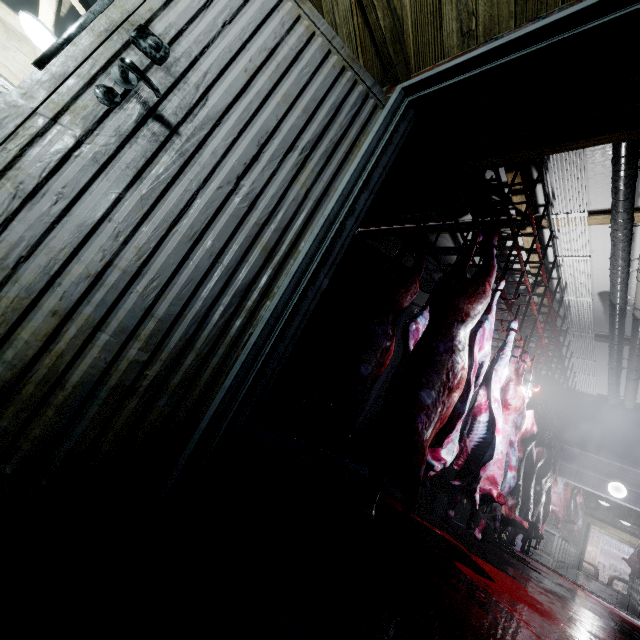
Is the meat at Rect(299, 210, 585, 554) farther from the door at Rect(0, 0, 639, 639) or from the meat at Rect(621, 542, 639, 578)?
the meat at Rect(621, 542, 639, 578)

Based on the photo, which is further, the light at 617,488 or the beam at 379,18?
the light at 617,488

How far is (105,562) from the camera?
0.8m

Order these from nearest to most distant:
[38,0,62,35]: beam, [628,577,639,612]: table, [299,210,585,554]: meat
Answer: [299,210,585,554]: meat → [38,0,62,35]: beam → [628,577,639,612]: table

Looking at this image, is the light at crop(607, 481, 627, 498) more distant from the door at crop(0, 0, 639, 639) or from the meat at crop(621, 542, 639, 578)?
the door at crop(0, 0, 639, 639)

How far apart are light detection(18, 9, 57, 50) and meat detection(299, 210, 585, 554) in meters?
4.6 m

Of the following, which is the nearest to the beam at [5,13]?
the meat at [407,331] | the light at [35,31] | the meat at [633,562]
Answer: the light at [35,31]

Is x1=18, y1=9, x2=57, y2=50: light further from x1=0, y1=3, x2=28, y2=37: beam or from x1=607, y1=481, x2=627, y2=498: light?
x1=607, y1=481, x2=627, y2=498: light
